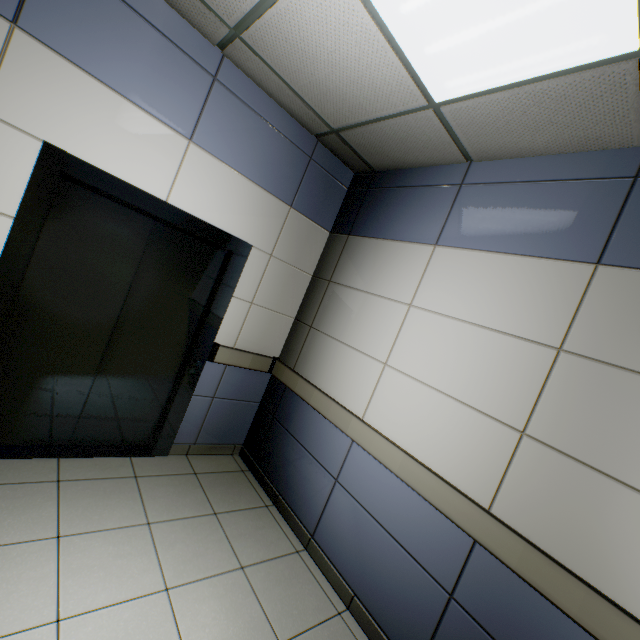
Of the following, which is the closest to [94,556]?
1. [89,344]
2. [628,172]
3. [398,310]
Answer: [89,344]
